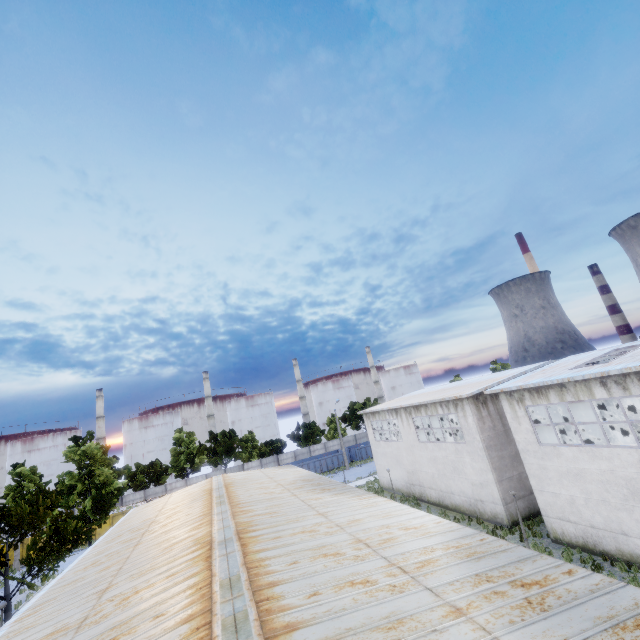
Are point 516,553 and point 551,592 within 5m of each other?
yes

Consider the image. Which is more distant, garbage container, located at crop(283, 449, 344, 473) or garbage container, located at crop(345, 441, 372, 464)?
garbage container, located at crop(345, 441, 372, 464)

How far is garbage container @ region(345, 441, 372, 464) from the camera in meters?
51.9

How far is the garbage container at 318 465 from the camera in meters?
49.2

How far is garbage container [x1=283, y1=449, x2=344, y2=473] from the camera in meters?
49.2 m

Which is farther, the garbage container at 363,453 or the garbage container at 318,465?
the garbage container at 363,453
